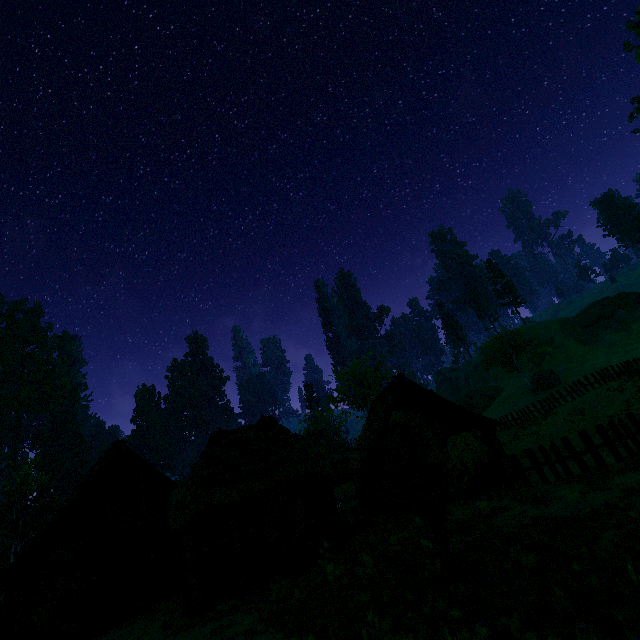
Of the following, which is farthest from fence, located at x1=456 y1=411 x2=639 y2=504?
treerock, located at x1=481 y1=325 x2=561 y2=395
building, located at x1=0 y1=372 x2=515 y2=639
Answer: treerock, located at x1=481 y1=325 x2=561 y2=395

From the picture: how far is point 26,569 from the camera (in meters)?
13.74

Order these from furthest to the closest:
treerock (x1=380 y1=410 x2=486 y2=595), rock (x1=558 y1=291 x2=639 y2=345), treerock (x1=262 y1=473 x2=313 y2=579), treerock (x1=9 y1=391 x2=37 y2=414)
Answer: treerock (x1=9 y1=391 x2=37 y2=414) < rock (x1=558 y1=291 x2=639 y2=345) < treerock (x1=262 y1=473 x2=313 y2=579) < treerock (x1=380 y1=410 x2=486 y2=595)

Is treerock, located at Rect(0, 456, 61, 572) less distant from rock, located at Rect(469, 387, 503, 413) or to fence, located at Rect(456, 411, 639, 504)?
rock, located at Rect(469, 387, 503, 413)

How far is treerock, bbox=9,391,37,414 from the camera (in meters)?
58.53

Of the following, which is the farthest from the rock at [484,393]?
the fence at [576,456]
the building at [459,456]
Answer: the fence at [576,456]

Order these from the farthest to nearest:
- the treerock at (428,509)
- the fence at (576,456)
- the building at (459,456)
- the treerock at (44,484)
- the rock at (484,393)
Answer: the rock at (484,393)
the treerock at (44,484)
the building at (459,456)
the fence at (576,456)
the treerock at (428,509)
